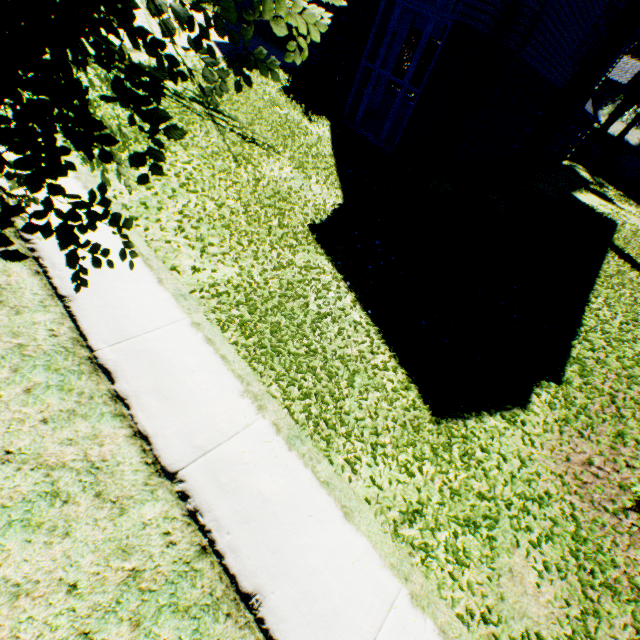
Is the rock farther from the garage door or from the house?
the house

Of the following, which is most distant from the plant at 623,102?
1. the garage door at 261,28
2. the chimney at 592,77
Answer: the garage door at 261,28

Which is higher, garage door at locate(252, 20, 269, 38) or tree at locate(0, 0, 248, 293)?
tree at locate(0, 0, 248, 293)

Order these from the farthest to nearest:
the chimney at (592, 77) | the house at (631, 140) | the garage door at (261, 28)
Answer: the house at (631, 140) → the garage door at (261, 28) → the chimney at (592, 77)

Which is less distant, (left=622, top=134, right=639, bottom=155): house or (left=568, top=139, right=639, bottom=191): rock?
(left=568, top=139, right=639, bottom=191): rock

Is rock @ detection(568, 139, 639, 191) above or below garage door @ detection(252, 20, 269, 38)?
above

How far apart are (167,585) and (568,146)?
33.98m

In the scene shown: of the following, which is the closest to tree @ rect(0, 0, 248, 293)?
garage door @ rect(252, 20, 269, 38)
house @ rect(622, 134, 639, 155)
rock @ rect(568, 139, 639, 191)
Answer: house @ rect(622, 134, 639, 155)
